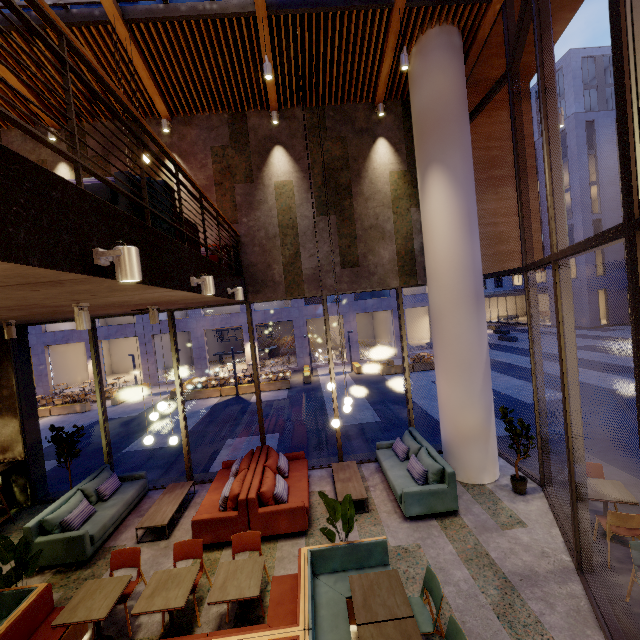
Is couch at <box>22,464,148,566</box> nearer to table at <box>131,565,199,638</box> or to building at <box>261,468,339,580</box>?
building at <box>261,468,339,580</box>

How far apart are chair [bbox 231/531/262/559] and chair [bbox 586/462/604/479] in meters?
5.5 m

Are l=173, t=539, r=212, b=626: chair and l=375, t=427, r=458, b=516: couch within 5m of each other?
yes

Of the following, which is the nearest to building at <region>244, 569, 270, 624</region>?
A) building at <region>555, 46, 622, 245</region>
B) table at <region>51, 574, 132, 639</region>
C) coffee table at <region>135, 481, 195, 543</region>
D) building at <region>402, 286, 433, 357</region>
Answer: coffee table at <region>135, 481, 195, 543</region>

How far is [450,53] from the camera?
6.77m

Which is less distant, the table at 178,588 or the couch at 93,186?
the couch at 93,186

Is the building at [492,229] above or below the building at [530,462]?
above

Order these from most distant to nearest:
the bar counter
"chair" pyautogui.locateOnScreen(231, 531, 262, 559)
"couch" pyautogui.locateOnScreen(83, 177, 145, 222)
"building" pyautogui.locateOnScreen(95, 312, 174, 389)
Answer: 1. "building" pyautogui.locateOnScreen(95, 312, 174, 389)
2. the bar counter
3. "chair" pyautogui.locateOnScreen(231, 531, 262, 559)
4. "couch" pyautogui.locateOnScreen(83, 177, 145, 222)
